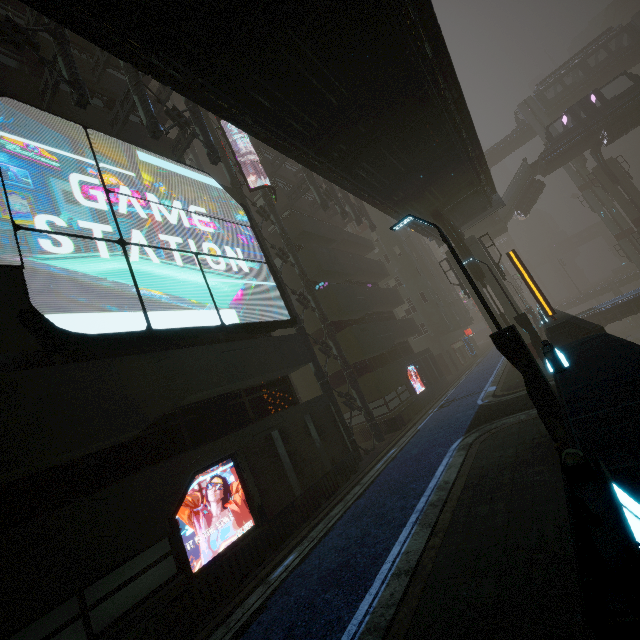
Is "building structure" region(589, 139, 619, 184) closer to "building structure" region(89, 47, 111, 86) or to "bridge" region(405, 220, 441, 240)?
"bridge" region(405, 220, 441, 240)

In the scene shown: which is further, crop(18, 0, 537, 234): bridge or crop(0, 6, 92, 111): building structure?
crop(0, 6, 92, 111): building structure

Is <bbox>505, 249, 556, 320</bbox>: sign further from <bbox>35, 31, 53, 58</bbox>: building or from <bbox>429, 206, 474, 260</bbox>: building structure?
<bbox>429, 206, 474, 260</bbox>: building structure

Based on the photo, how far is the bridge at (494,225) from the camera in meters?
38.1 m

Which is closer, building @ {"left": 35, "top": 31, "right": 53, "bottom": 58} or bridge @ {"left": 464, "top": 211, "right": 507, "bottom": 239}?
building @ {"left": 35, "top": 31, "right": 53, "bottom": 58}

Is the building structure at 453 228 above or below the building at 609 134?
below

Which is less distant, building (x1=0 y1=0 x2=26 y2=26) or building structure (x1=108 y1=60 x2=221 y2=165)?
building structure (x1=108 y1=60 x2=221 y2=165)

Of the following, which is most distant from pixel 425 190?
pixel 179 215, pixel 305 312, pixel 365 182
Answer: pixel 179 215
